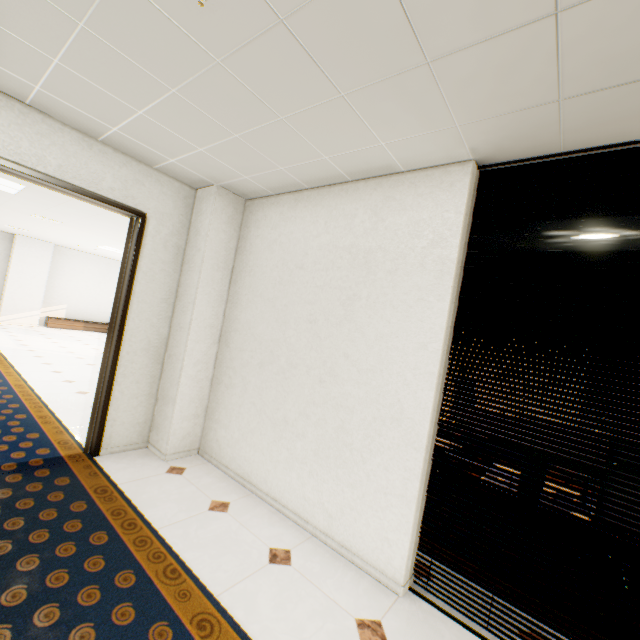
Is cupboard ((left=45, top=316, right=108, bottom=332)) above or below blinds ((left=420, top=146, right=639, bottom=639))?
below

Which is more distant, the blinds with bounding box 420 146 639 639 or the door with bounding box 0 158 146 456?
the door with bounding box 0 158 146 456

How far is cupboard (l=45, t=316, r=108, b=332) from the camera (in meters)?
11.60

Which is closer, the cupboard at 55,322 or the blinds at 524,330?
the blinds at 524,330

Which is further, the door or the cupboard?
the cupboard

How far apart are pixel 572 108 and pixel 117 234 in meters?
8.4

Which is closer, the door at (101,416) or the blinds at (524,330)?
the blinds at (524,330)

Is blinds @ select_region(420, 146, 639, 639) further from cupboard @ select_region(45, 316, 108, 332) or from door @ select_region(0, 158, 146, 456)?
cupboard @ select_region(45, 316, 108, 332)
